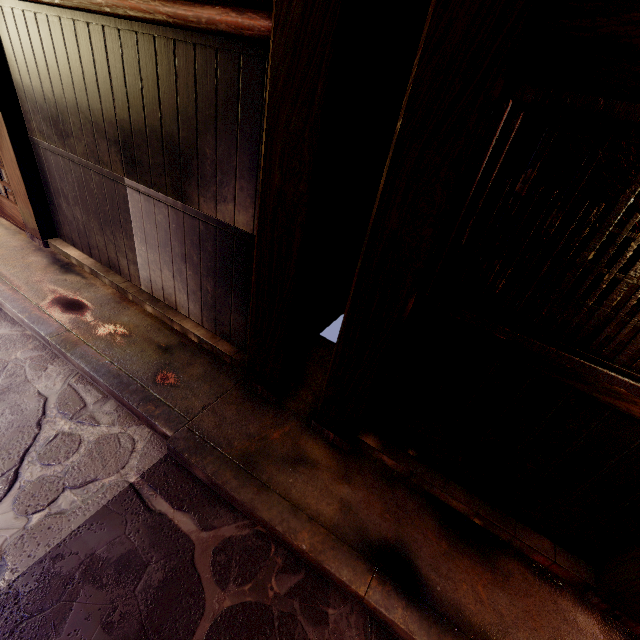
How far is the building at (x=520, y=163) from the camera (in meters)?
9.80

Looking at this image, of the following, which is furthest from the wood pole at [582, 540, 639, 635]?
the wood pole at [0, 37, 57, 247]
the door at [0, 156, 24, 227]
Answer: the door at [0, 156, 24, 227]

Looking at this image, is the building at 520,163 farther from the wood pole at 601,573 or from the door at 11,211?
the door at 11,211

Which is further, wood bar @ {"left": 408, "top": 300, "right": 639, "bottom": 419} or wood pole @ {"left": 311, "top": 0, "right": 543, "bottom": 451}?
wood bar @ {"left": 408, "top": 300, "right": 639, "bottom": 419}

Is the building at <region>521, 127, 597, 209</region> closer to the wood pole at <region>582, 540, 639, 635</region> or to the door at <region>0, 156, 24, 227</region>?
the wood pole at <region>582, 540, 639, 635</region>

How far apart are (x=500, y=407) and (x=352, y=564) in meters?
2.7 m

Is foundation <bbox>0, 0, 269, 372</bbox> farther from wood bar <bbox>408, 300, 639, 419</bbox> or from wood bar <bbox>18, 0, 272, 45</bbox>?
wood bar <bbox>408, 300, 639, 419</bbox>

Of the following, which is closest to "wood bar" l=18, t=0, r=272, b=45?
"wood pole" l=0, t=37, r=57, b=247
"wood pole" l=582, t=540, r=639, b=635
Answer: "wood pole" l=0, t=37, r=57, b=247
